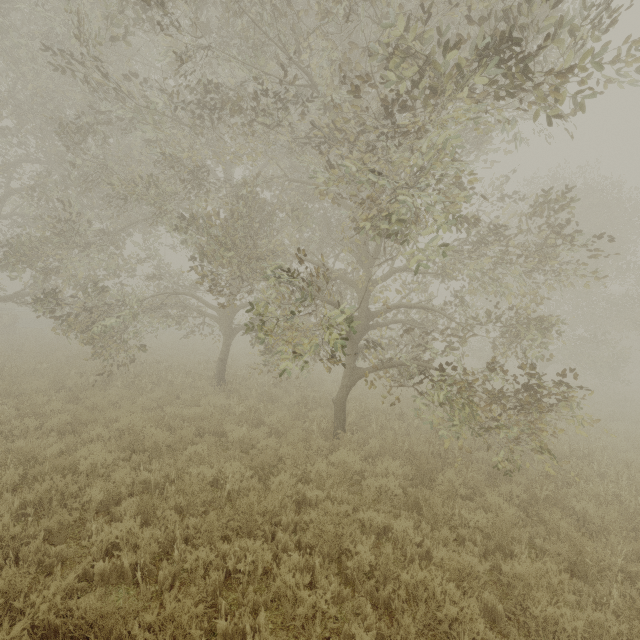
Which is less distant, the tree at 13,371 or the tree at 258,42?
the tree at 258,42

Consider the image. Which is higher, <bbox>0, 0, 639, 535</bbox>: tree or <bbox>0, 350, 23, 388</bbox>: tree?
<bbox>0, 0, 639, 535</bbox>: tree

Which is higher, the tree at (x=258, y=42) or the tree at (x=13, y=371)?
the tree at (x=258, y=42)

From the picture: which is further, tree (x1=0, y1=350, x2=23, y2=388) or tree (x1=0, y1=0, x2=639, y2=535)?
tree (x1=0, y1=350, x2=23, y2=388)

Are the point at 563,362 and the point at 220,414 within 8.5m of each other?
no
